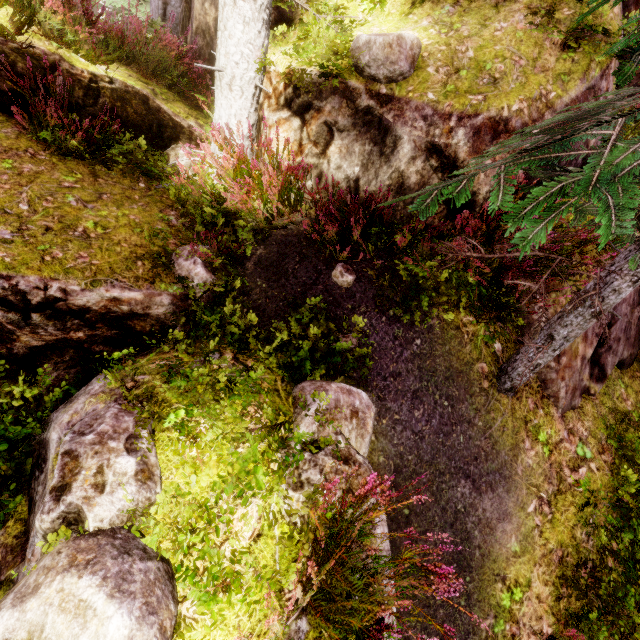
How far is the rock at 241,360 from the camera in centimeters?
327cm

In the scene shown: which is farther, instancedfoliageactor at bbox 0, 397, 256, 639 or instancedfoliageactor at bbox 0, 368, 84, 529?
instancedfoliageactor at bbox 0, 368, 84, 529

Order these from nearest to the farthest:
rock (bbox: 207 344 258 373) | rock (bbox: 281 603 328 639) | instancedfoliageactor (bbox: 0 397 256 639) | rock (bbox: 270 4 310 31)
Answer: instancedfoliageactor (bbox: 0 397 256 639) < rock (bbox: 281 603 328 639) < rock (bbox: 207 344 258 373) < rock (bbox: 270 4 310 31)

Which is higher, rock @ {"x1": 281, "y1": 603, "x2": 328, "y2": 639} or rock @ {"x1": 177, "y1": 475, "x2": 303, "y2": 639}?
rock @ {"x1": 177, "y1": 475, "x2": 303, "y2": 639}

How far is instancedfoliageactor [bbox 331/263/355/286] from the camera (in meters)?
4.07

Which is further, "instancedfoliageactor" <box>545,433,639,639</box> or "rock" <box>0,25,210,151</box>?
"rock" <box>0,25,210,151</box>

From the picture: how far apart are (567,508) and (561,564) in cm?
63
